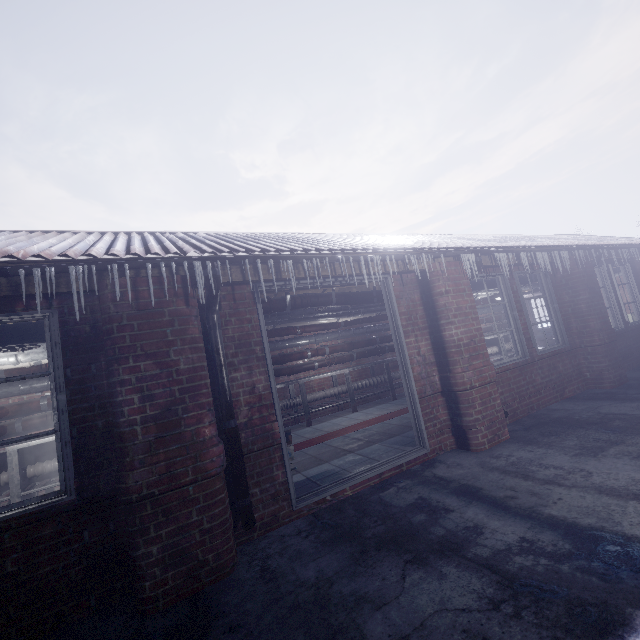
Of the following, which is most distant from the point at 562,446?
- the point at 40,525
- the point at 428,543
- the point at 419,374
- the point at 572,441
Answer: the point at 40,525

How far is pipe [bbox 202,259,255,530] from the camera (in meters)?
2.46

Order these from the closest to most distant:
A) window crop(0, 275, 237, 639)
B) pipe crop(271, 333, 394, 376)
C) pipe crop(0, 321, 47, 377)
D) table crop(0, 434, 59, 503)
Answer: window crop(0, 275, 237, 639) → pipe crop(0, 321, 47, 377) → table crop(0, 434, 59, 503) → pipe crop(271, 333, 394, 376)

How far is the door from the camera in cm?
280

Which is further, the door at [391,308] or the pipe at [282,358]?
the pipe at [282,358]

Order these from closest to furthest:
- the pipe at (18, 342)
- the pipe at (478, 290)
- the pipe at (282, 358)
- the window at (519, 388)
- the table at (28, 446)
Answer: the pipe at (18, 342), the table at (28, 446), the window at (519, 388), the pipe at (478, 290), the pipe at (282, 358)

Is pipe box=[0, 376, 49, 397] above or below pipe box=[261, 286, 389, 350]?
below

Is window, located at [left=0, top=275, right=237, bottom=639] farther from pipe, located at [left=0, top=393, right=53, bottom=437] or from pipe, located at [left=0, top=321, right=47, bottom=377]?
pipe, located at [left=0, top=393, right=53, bottom=437]
